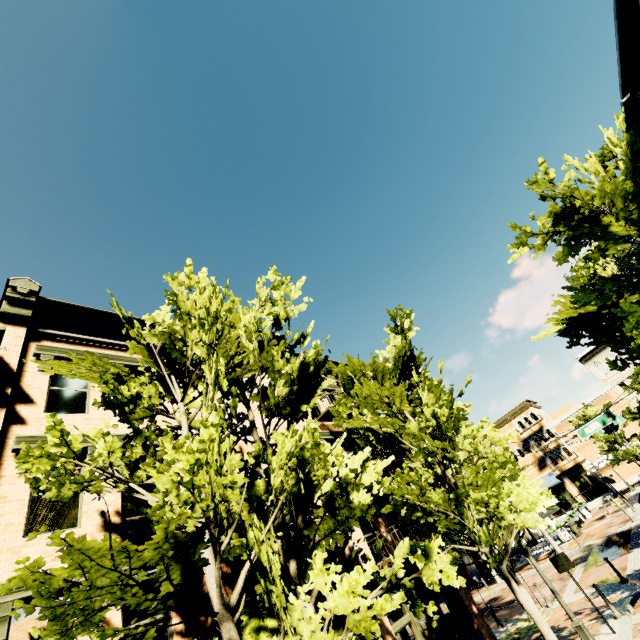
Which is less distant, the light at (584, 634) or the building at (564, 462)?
the light at (584, 634)

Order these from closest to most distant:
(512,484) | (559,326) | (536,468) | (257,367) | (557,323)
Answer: (257,367), (557,323), (559,326), (512,484), (536,468)

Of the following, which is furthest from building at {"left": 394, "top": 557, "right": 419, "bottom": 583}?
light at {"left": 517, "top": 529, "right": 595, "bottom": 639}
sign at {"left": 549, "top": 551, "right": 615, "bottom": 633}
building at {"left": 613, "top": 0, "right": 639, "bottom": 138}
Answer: building at {"left": 613, "top": 0, "right": 639, "bottom": 138}

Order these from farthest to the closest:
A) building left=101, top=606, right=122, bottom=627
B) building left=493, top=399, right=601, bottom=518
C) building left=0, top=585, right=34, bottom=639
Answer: building left=493, top=399, right=601, bottom=518 < building left=101, top=606, right=122, bottom=627 < building left=0, top=585, right=34, bottom=639

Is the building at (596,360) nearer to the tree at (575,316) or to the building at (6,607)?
the tree at (575,316)

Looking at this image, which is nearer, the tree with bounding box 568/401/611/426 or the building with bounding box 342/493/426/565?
the building with bounding box 342/493/426/565

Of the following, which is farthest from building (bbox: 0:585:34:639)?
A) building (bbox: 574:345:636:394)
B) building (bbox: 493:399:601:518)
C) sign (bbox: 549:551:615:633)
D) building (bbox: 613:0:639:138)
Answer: building (bbox: 574:345:636:394)
